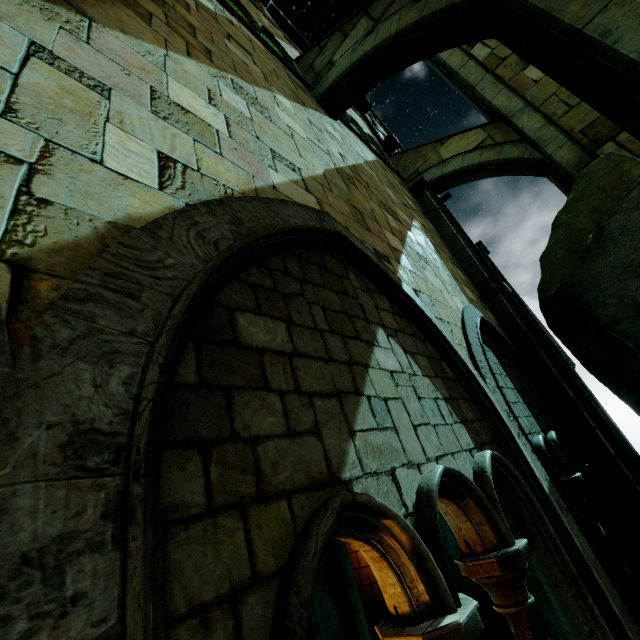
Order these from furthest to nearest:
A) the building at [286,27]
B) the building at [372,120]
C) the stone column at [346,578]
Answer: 1. the building at [372,120]
2. the building at [286,27]
3. the stone column at [346,578]

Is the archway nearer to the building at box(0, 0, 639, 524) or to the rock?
the building at box(0, 0, 639, 524)

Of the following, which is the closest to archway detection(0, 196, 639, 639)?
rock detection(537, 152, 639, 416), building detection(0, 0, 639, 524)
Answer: building detection(0, 0, 639, 524)

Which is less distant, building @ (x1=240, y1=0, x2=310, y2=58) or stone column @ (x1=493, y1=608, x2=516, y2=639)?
stone column @ (x1=493, y1=608, x2=516, y2=639)

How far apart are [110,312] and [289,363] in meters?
0.9

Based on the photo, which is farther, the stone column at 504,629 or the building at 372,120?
the building at 372,120

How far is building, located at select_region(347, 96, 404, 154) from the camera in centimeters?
1129cm
